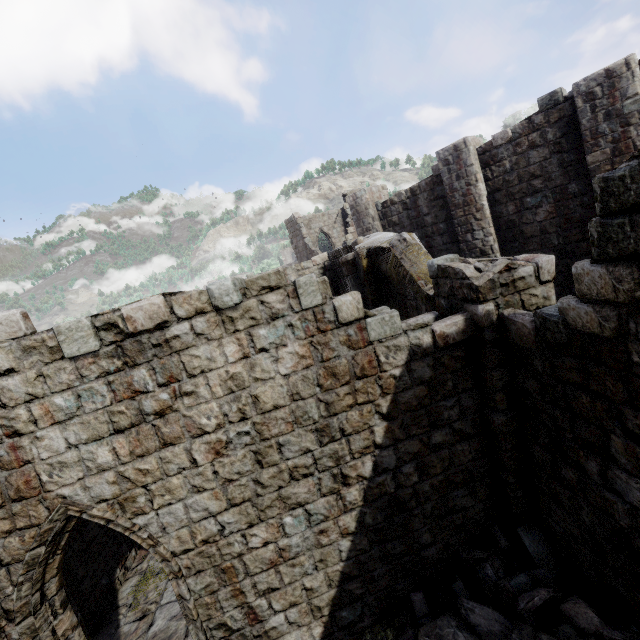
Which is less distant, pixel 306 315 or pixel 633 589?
pixel 633 589
